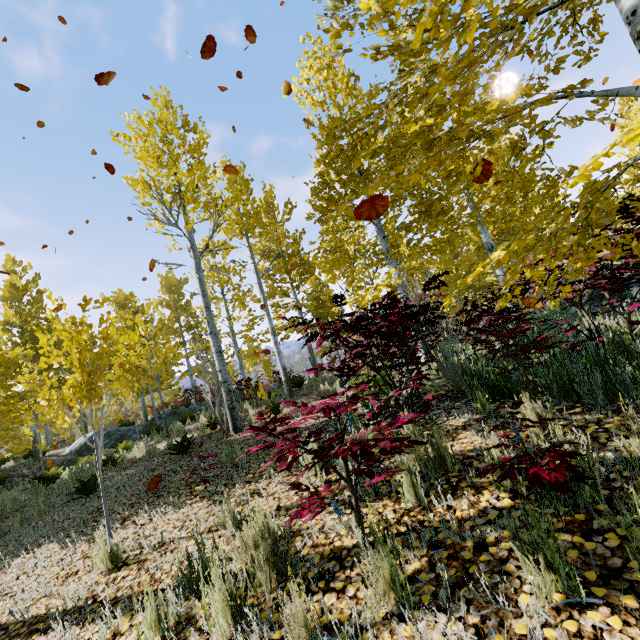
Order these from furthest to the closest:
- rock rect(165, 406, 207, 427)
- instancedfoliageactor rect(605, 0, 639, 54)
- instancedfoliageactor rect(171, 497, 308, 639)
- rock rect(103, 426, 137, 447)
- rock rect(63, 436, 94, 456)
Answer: rock rect(165, 406, 207, 427)
rock rect(103, 426, 137, 447)
rock rect(63, 436, 94, 456)
instancedfoliageactor rect(171, 497, 308, 639)
instancedfoliageactor rect(605, 0, 639, 54)

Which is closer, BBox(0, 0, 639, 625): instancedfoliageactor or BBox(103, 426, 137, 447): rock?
BBox(0, 0, 639, 625): instancedfoliageactor

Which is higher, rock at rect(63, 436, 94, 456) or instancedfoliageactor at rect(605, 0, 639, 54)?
instancedfoliageactor at rect(605, 0, 639, 54)

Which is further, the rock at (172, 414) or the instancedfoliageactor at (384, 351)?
the rock at (172, 414)

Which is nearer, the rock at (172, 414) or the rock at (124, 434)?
the rock at (124, 434)

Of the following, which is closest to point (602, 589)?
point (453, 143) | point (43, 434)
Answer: point (453, 143)

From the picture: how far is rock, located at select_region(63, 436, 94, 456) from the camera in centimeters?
1473cm
